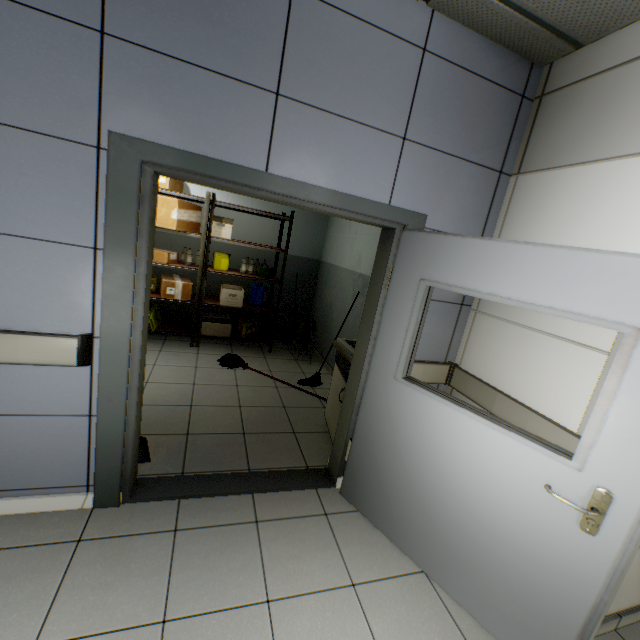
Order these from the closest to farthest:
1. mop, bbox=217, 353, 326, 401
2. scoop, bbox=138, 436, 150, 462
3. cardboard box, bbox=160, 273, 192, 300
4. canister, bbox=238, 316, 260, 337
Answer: scoop, bbox=138, 436, 150, 462, mop, bbox=217, 353, 326, 401, cardboard box, bbox=160, 273, 192, 300, canister, bbox=238, 316, 260, 337

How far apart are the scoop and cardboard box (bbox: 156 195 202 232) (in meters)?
2.23

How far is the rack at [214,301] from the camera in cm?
452

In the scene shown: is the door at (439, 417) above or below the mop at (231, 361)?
above

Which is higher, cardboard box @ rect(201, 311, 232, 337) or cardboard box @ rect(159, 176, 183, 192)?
cardboard box @ rect(159, 176, 183, 192)

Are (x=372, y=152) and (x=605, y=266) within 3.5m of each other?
yes

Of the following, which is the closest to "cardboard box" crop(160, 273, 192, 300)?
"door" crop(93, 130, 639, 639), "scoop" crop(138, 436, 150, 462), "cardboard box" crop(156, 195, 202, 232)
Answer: "cardboard box" crop(156, 195, 202, 232)

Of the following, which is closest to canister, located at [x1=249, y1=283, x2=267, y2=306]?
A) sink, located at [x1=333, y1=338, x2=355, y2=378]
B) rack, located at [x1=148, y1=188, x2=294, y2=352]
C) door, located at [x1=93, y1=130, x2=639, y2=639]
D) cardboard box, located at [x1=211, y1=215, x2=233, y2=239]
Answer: rack, located at [x1=148, y1=188, x2=294, y2=352]
